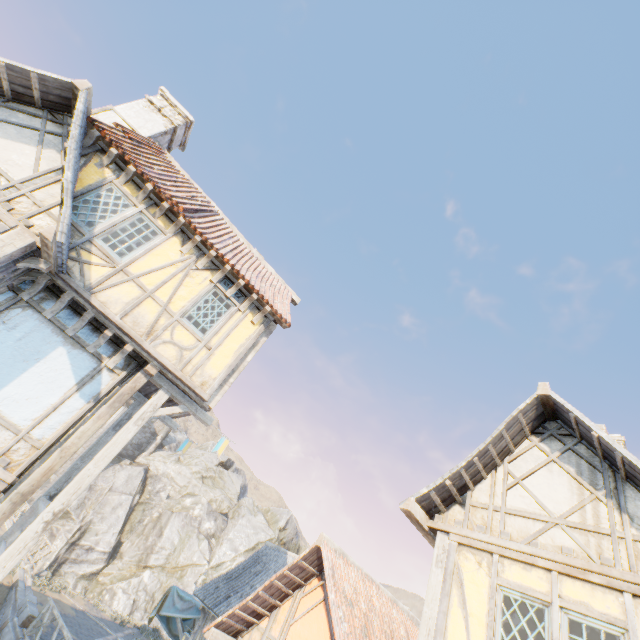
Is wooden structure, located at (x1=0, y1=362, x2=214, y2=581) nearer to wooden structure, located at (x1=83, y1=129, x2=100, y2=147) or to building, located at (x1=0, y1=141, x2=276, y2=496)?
building, located at (x1=0, y1=141, x2=276, y2=496)

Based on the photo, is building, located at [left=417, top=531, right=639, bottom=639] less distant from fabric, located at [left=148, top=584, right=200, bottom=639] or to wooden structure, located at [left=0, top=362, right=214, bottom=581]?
wooden structure, located at [left=0, top=362, right=214, bottom=581]

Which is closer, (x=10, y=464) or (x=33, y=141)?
(x=10, y=464)

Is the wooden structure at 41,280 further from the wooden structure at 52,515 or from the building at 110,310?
the wooden structure at 52,515

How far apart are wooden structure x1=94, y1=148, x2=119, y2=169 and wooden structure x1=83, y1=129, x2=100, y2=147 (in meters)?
0.36

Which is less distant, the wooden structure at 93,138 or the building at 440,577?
the building at 440,577

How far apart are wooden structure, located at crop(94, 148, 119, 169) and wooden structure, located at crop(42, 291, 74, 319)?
3.1m

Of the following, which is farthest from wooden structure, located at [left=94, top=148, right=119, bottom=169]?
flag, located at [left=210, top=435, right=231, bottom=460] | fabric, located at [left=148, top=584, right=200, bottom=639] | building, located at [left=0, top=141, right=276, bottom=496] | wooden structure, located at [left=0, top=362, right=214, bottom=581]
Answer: fabric, located at [left=148, top=584, right=200, bottom=639]
